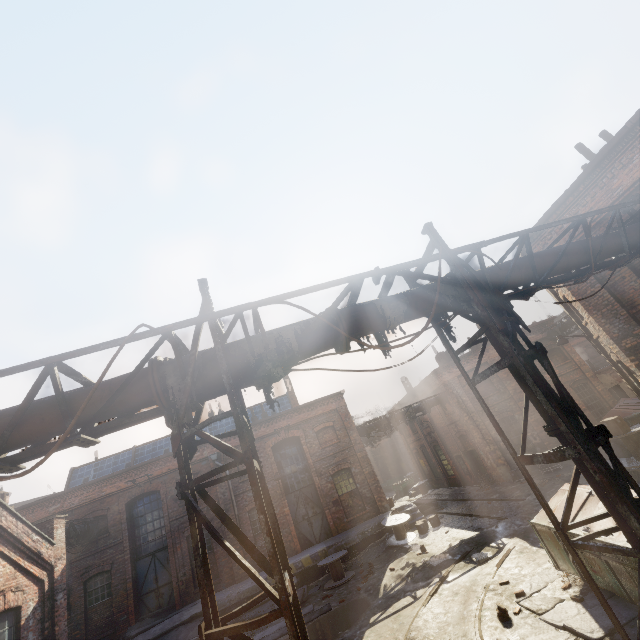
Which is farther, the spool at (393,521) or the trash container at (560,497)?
the spool at (393,521)

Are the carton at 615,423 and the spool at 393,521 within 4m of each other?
no

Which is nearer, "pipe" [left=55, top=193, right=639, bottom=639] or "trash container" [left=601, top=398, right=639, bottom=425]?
"pipe" [left=55, top=193, right=639, bottom=639]

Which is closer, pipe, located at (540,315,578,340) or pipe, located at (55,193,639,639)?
pipe, located at (55,193,639,639)

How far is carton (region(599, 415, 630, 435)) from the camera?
10.1 meters

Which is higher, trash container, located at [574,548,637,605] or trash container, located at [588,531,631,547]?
trash container, located at [588,531,631,547]

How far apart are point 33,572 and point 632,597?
16.20m

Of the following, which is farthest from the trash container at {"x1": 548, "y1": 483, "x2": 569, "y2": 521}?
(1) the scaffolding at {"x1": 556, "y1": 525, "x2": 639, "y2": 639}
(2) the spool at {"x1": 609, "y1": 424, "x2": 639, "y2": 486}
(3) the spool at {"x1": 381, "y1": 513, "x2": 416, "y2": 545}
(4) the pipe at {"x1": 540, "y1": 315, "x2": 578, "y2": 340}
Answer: (4) the pipe at {"x1": 540, "y1": 315, "x2": 578, "y2": 340}
